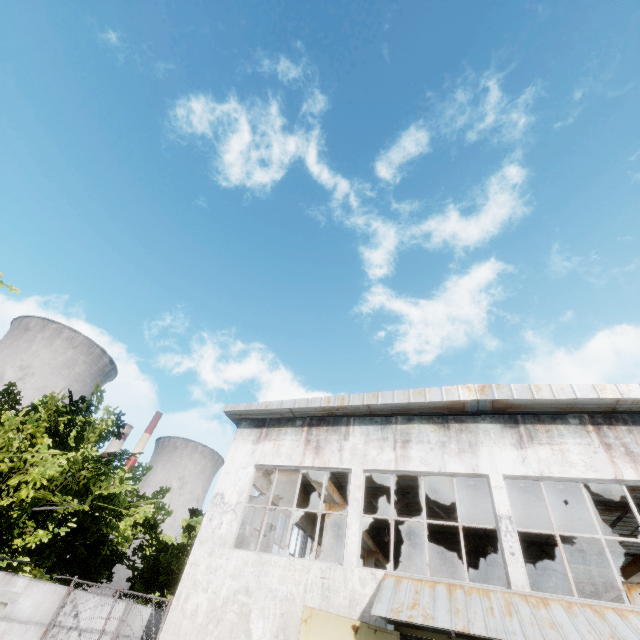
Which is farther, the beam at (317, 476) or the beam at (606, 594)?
the beam at (606, 594)

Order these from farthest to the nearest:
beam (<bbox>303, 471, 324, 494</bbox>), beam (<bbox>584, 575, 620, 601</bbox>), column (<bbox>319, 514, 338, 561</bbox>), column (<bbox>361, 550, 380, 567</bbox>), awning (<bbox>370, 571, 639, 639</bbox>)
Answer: column (<bbox>361, 550, 380, 567</bbox>) < beam (<bbox>584, 575, 620, 601</bbox>) < column (<bbox>319, 514, 338, 561</bbox>) < beam (<bbox>303, 471, 324, 494</bbox>) < awning (<bbox>370, 571, 639, 639</bbox>)

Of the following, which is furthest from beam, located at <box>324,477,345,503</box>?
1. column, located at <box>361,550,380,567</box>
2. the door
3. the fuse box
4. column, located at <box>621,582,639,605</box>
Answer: column, located at <box>621,582,639,605</box>

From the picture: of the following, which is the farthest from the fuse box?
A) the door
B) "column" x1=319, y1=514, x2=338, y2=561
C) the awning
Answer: "column" x1=319, y1=514, x2=338, y2=561

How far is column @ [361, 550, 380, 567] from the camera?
18.7 meters

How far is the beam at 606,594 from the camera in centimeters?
1644cm

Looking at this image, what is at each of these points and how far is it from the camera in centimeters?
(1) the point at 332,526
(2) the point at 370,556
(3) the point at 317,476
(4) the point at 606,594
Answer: (1) column, 1347cm
(2) column, 1895cm
(3) beam, 1228cm
(4) beam, 1716cm

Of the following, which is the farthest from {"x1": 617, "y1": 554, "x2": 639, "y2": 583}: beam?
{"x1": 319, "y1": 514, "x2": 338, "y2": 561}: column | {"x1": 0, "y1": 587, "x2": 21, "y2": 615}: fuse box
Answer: {"x1": 0, "y1": 587, "x2": 21, "y2": 615}: fuse box
